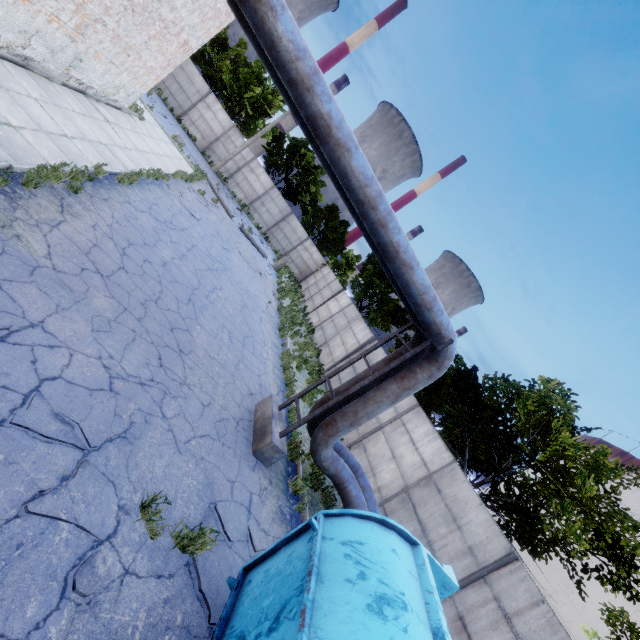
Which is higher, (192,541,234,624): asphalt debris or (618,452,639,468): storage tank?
(618,452,639,468): storage tank

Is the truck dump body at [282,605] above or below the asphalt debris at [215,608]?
above

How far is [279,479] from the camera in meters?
7.7 m

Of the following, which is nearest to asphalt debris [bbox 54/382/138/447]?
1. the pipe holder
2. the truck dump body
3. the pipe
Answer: the truck dump body

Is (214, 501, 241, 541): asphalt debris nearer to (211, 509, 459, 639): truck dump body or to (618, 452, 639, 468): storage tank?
(211, 509, 459, 639): truck dump body

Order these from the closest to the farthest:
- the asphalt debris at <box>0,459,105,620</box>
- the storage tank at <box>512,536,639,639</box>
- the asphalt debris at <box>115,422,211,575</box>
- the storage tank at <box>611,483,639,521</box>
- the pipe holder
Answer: the asphalt debris at <box>0,459,105,620</box>
the asphalt debris at <box>115,422,211,575</box>
the pipe holder
the storage tank at <box>512,536,639,639</box>
the storage tank at <box>611,483,639,521</box>

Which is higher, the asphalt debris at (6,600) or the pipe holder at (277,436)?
the pipe holder at (277,436)

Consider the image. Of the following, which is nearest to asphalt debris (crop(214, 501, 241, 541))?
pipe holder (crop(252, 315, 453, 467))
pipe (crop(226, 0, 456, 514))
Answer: pipe holder (crop(252, 315, 453, 467))
